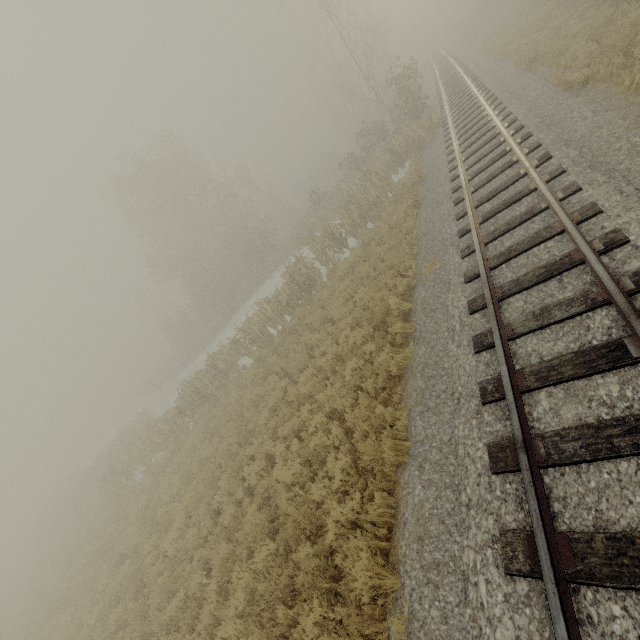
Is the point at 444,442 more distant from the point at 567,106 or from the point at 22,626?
the point at 22,626
